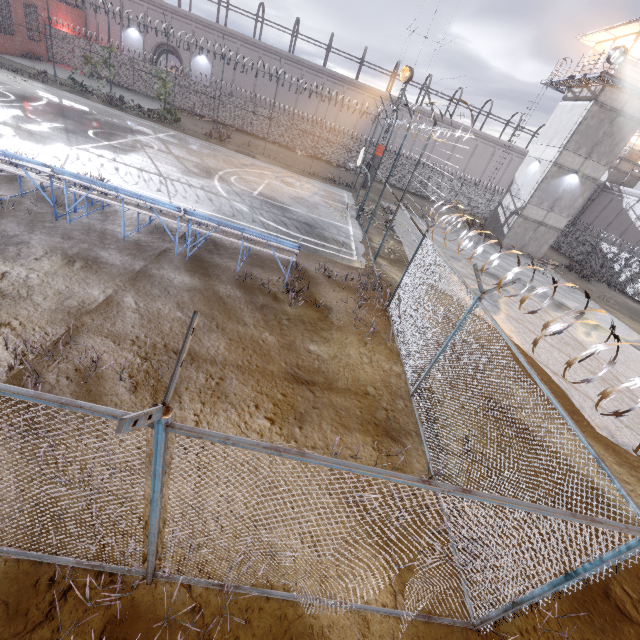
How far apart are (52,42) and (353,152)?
25.7 meters

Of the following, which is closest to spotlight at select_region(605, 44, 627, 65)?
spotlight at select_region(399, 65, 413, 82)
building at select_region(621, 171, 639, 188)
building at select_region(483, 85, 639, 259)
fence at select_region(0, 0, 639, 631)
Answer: building at select_region(483, 85, 639, 259)

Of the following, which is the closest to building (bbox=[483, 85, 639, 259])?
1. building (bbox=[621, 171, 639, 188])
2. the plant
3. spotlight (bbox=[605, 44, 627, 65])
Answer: spotlight (bbox=[605, 44, 627, 65])

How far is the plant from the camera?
23.55m

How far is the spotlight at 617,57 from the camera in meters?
18.8 m

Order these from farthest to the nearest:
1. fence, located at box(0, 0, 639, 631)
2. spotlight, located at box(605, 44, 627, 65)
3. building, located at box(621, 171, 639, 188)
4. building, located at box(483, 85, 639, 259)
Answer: building, located at box(621, 171, 639, 188)
building, located at box(483, 85, 639, 259)
spotlight, located at box(605, 44, 627, 65)
fence, located at box(0, 0, 639, 631)

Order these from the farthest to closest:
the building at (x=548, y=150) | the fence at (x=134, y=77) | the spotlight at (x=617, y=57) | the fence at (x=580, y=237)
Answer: the fence at (x=580, y=237) → the building at (x=548, y=150) → the spotlight at (x=617, y=57) → the fence at (x=134, y=77)

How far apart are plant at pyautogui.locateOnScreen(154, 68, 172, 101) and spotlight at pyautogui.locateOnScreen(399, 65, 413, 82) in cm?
1727
